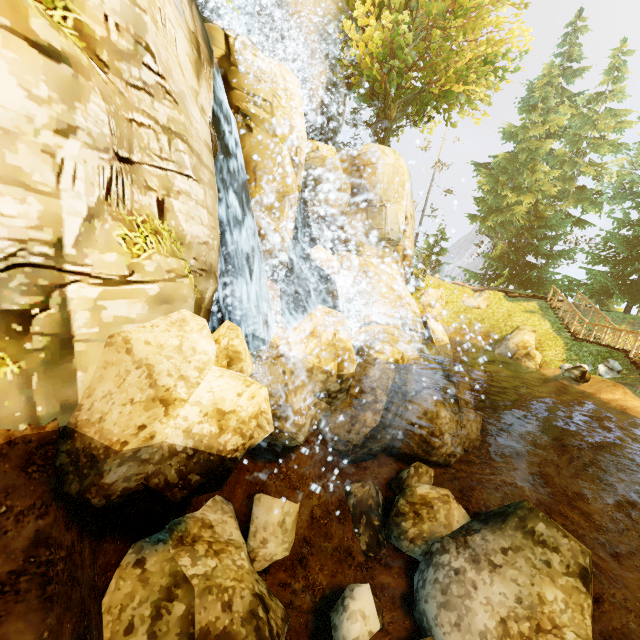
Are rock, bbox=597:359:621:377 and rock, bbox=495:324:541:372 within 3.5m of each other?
yes

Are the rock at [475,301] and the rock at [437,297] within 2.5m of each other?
yes

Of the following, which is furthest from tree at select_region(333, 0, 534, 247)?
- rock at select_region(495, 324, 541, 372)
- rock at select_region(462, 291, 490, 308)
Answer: rock at select_region(495, 324, 541, 372)

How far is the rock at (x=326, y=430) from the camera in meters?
3.7 m

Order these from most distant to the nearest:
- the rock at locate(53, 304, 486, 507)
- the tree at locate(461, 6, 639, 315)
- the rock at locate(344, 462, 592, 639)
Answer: the tree at locate(461, 6, 639, 315) → the rock at locate(344, 462, 592, 639) → the rock at locate(53, 304, 486, 507)

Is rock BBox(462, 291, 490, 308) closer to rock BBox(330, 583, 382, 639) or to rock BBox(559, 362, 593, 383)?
rock BBox(330, 583, 382, 639)

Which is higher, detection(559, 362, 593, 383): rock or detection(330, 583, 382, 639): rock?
detection(559, 362, 593, 383): rock

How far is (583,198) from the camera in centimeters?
2731cm
